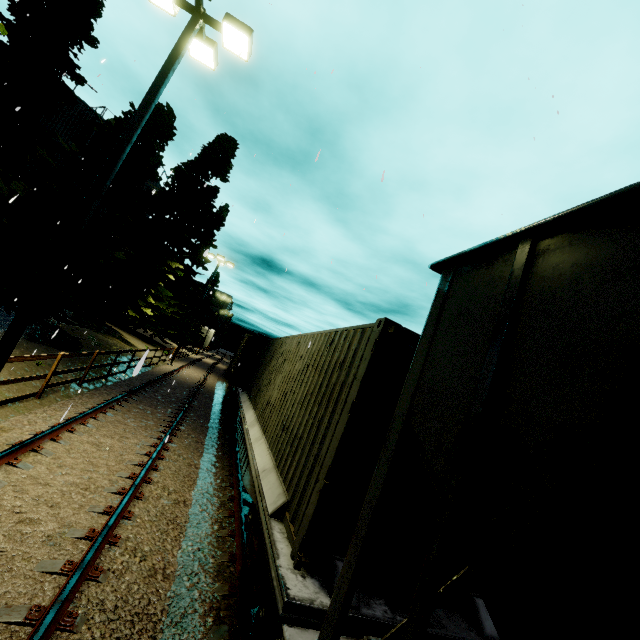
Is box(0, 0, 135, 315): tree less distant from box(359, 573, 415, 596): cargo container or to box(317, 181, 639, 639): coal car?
box(317, 181, 639, 639): coal car

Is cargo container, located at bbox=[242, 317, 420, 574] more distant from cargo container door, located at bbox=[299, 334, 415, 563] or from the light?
the light

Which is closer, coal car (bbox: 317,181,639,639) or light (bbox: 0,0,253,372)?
coal car (bbox: 317,181,639,639)

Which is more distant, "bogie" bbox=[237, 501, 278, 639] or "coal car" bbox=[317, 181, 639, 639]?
"bogie" bbox=[237, 501, 278, 639]

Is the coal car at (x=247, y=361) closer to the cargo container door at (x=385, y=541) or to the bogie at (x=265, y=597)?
the bogie at (x=265, y=597)

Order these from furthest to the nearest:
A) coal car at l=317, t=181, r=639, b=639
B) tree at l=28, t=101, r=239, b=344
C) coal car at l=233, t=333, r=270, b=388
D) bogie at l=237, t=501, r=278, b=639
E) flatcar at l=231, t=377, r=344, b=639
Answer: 1. coal car at l=233, t=333, r=270, b=388
2. tree at l=28, t=101, r=239, b=344
3. bogie at l=237, t=501, r=278, b=639
4. flatcar at l=231, t=377, r=344, b=639
5. coal car at l=317, t=181, r=639, b=639

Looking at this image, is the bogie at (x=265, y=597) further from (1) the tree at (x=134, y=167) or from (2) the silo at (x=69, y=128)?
(1) the tree at (x=134, y=167)

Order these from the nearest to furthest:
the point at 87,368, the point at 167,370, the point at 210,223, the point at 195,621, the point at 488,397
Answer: the point at 488,397
the point at 195,621
the point at 87,368
the point at 167,370
the point at 210,223
